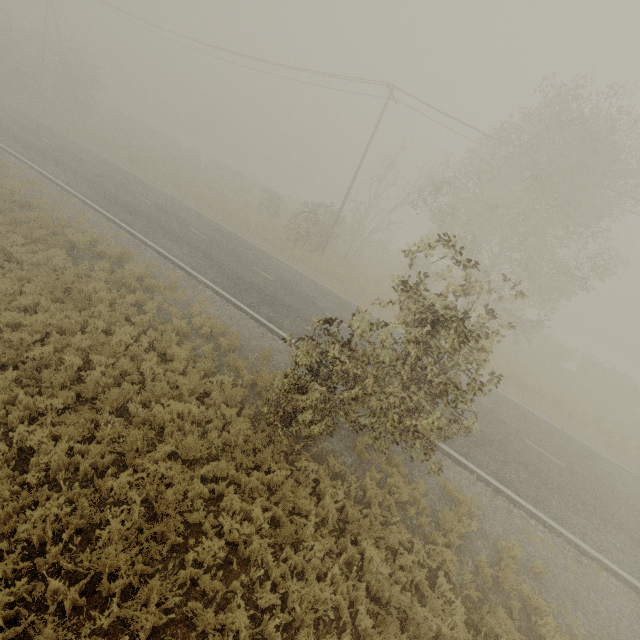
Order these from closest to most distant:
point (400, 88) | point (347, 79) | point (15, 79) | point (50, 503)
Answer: point (50, 503)
point (400, 88)
point (347, 79)
point (15, 79)
